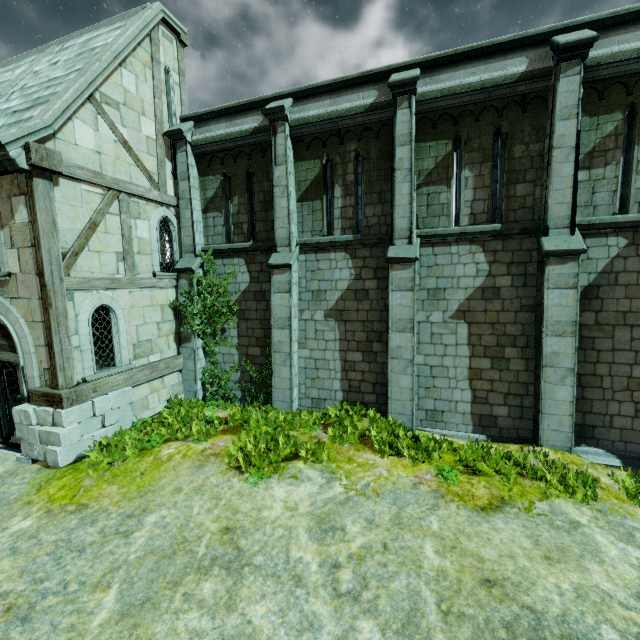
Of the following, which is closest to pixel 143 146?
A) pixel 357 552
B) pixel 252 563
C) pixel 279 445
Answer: pixel 279 445
